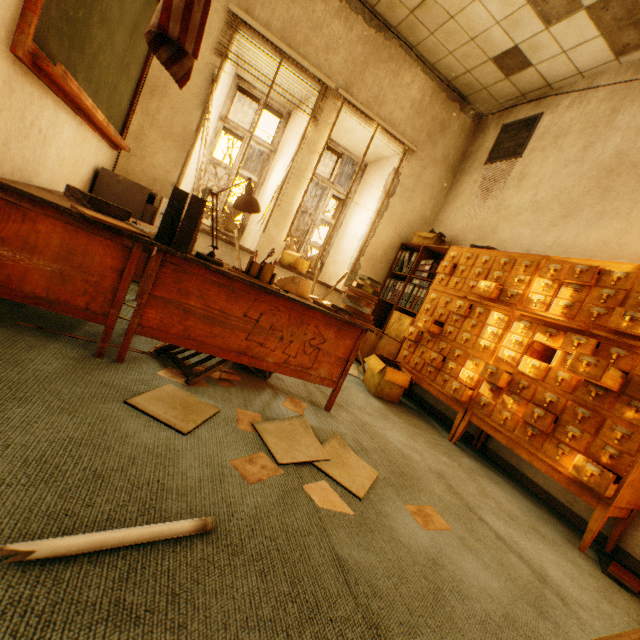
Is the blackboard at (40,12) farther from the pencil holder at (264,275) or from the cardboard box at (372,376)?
the cardboard box at (372,376)

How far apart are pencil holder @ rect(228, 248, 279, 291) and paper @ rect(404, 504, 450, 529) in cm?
151

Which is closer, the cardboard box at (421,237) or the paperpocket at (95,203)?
A: the paperpocket at (95,203)

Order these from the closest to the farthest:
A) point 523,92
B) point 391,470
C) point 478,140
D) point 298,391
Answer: point 391,470, point 298,391, point 523,92, point 478,140

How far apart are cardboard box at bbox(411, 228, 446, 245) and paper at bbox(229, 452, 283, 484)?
3.60m

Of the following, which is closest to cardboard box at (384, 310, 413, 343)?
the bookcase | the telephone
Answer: the bookcase

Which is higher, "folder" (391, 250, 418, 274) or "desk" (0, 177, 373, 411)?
"folder" (391, 250, 418, 274)

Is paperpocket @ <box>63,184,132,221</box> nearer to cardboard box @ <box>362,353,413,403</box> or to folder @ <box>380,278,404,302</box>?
cardboard box @ <box>362,353,413,403</box>
